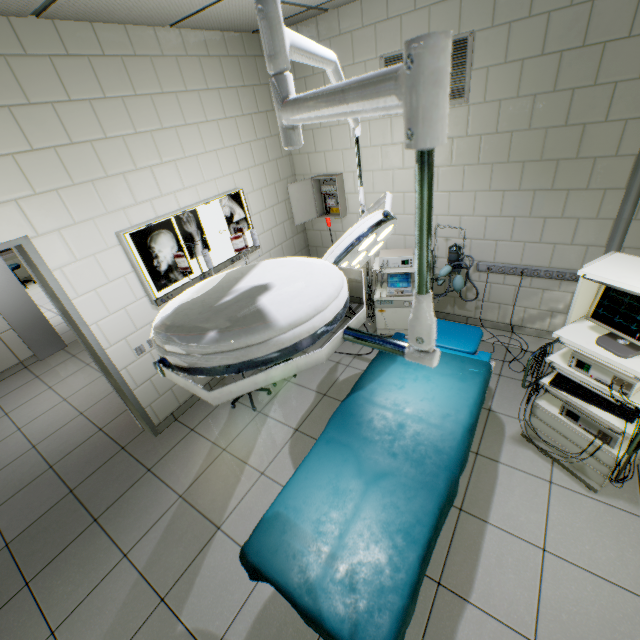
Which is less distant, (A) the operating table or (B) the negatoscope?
(A) the operating table

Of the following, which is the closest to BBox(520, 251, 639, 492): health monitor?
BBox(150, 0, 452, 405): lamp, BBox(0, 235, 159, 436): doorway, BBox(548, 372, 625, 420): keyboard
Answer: BBox(548, 372, 625, 420): keyboard

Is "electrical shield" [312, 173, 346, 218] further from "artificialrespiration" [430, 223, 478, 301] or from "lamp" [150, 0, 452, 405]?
"lamp" [150, 0, 452, 405]

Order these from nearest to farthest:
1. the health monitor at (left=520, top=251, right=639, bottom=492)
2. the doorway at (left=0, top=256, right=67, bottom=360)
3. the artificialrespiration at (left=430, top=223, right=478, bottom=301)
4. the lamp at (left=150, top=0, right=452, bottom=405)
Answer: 1. the lamp at (left=150, top=0, right=452, bottom=405)
2. the health monitor at (left=520, top=251, right=639, bottom=492)
3. the artificialrespiration at (left=430, top=223, right=478, bottom=301)
4. the doorway at (left=0, top=256, right=67, bottom=360)

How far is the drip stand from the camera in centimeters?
278cm

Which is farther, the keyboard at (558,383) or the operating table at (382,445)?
the keyboard at (558,383)

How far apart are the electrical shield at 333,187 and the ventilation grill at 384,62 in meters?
0.8

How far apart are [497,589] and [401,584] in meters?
1.1 m
